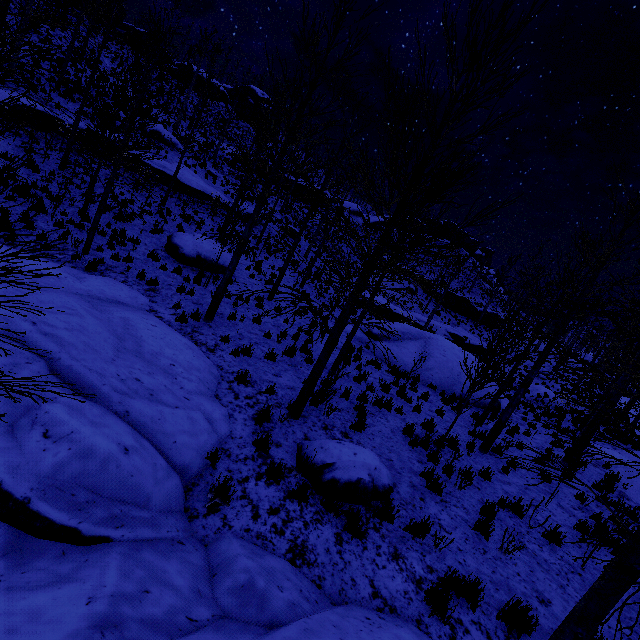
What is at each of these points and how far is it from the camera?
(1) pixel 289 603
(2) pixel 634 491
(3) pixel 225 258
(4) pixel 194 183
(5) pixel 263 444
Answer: (1) rock, 3.3 meters
(2) rock, 10.8 meters
(3) rock, 15.9 meters
(4) rock, 22.0 meters
(5) instancedfoliageactor, 5.8 meters

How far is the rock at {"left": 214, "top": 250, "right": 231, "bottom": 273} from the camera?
15.01m

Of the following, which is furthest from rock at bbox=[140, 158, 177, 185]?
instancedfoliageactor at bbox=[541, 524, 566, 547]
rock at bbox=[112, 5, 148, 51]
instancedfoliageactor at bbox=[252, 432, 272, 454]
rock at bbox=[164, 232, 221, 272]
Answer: rock at bbox=[112, 5, 148, 51]

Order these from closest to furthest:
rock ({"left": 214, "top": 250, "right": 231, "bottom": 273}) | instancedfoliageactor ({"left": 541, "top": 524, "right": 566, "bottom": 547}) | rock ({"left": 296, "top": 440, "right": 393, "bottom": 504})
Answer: rock ({"left": 296, "top": 440, "right": 393, "bottom": 504}), instancedfoliageactor ({"left": 541, "top": 524, "right": 566, "bottom": 547}), rock ({"left": 214, "top": 250, "right": 231, "bottom": 273})

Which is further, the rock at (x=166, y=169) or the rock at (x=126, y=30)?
the rock at (x=126, y=30)

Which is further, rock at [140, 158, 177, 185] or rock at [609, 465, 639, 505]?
rock at [140, 158, 177, 185]

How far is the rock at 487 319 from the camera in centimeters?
3978cm

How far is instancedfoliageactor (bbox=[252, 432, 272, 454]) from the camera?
5.7 meters
